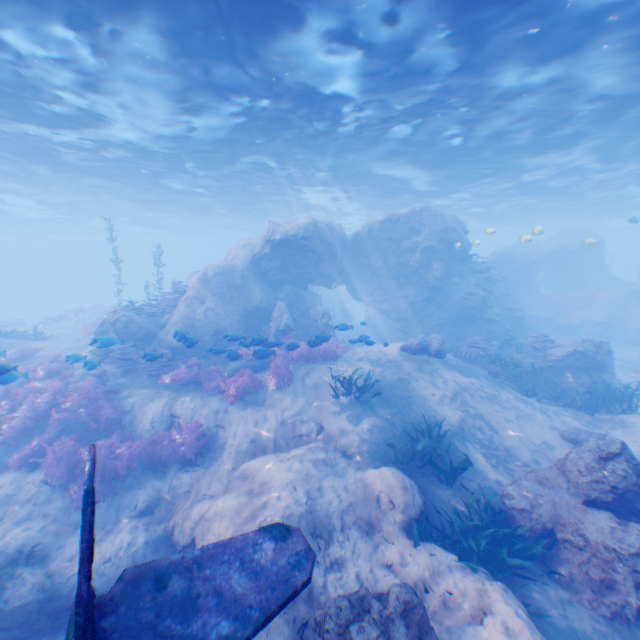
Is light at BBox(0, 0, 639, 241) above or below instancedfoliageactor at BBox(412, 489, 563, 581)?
above

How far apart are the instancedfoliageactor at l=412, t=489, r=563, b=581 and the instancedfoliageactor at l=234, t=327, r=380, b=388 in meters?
7.2 m

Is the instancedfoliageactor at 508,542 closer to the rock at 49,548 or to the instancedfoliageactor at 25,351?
the rock at 49,548

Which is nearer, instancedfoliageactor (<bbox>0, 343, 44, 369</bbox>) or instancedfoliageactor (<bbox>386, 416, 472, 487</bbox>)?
instancedfoliageactor (<bbox>386, 416, 472, 487</bbox>)

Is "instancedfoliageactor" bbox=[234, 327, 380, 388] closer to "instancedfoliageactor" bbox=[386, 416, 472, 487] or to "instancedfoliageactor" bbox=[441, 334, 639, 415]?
"instancedfoliageactor" bbox=[441, 334, 639, 415]

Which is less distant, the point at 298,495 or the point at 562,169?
the point at 298,495

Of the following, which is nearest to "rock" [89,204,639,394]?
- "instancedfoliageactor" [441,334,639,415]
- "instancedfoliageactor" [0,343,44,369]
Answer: "instancedfoliageactor" [441,334,639,415]

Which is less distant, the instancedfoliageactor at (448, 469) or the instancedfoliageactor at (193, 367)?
the instancedfoliageactor at (448, 469)
